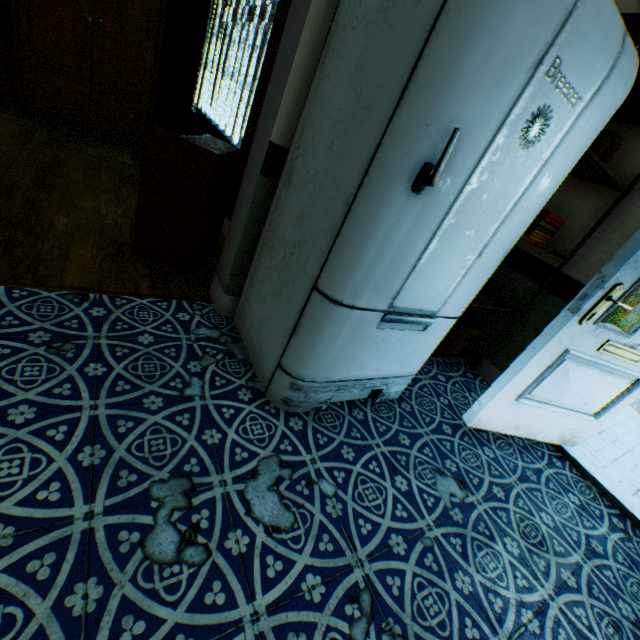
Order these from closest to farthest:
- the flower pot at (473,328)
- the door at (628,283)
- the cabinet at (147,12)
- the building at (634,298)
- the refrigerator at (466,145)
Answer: the refrigerator at (466,145) → the door at (628,283) → the building at (634,298) → the flower pot at (473,328) → the cabinet at (147,12)

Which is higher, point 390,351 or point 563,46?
point 563,46

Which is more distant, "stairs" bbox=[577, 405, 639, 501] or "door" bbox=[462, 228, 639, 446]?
"stairs" bbox=[577, 405, 639, 501]

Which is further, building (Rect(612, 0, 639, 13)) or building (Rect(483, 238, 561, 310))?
building (Rect(483, 238, 561, 310))

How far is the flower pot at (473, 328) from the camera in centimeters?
273cm

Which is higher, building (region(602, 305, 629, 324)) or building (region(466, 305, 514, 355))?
building (region(602, 305, 629, 324))

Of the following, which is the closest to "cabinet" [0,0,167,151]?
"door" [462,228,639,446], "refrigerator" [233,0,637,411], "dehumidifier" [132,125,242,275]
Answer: "dehumidifier" [132,125,242,275]

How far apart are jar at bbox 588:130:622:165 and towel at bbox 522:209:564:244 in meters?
0.4 m
